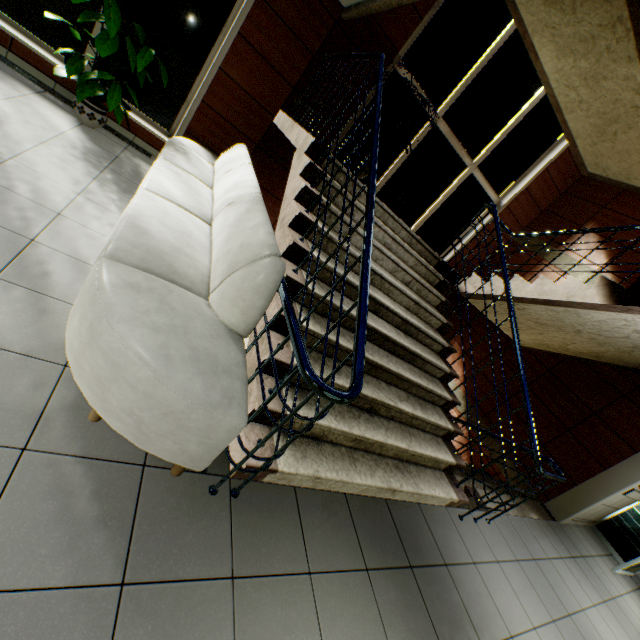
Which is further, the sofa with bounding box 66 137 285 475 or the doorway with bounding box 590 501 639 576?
the doorway with bounding box 590 501 639 576

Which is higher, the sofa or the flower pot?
the sofa

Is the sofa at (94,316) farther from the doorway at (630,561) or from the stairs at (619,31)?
the doorway at (630,561)

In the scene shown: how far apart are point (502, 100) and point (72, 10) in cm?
680

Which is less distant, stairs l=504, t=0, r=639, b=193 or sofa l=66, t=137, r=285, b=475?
sofa l=66, t=137, r=285, b=475

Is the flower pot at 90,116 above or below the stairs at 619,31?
below

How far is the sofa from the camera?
1.4m

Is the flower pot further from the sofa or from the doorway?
the doorway
